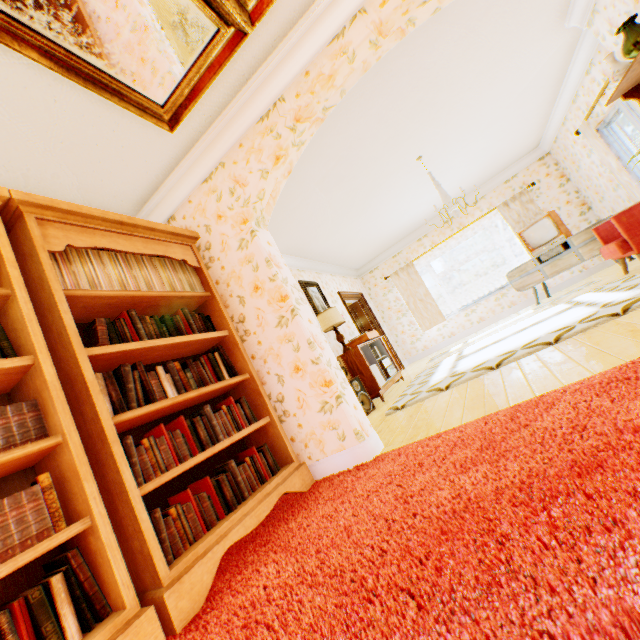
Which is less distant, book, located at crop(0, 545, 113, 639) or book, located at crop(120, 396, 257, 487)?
book, located at crop(0, 545, 113, 639)

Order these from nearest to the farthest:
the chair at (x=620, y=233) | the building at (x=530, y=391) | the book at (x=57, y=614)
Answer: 1. the book at (x=57, y=614)
2. the building at (x=530, y=391)
3. the chair at (x=620, y=233)

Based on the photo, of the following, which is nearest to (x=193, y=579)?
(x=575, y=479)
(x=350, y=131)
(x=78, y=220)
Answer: (x=575, y=479)

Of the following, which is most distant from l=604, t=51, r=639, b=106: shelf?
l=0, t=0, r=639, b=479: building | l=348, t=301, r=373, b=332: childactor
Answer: l=348, t=301, r=373, b=332: childactor

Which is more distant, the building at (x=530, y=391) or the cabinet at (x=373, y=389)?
the cabinet at (x=373, y=389)

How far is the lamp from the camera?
5.4m

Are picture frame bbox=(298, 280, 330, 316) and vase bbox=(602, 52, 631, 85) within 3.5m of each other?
no

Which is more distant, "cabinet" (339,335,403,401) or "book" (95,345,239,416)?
"cabinet" (339,335,403,401)
